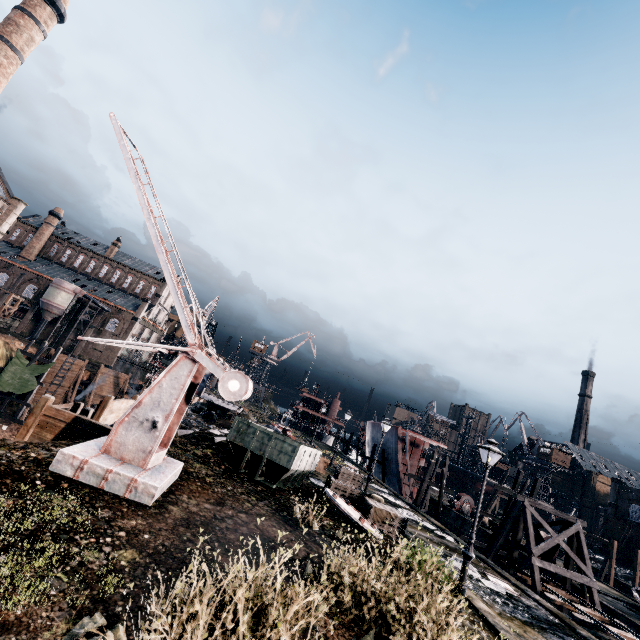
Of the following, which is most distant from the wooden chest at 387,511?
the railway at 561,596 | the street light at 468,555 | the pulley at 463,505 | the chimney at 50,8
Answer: the chimney at 50,8

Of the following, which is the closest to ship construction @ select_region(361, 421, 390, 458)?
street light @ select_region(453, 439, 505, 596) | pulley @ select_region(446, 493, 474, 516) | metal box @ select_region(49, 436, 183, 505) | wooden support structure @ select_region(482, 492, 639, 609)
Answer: pulley @ select_region(446, 493, 474, 516)

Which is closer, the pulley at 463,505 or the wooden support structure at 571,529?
the wooden support structure at 571,529

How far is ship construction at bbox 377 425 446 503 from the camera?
38.19m

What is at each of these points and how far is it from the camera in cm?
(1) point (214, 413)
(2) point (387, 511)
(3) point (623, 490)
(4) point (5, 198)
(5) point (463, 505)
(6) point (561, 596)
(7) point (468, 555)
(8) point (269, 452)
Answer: (1) stone debris, 3488
(2) wooden chest, 1642
(3) building, 5884
(4) building, 4253
(5) pulley, 4244
(6) railway, 1927
(7) street light, 1202
(8) rail car container, 1463

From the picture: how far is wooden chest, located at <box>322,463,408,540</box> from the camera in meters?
16.3

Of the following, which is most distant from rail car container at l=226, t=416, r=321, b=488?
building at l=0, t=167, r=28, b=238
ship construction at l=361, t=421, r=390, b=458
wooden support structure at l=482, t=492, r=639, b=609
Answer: building at l=0, t=167, r=28, b=238

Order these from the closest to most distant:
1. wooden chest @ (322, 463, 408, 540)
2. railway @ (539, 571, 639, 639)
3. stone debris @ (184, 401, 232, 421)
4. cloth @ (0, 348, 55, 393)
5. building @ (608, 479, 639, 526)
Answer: wooden chest @ (322, 463, 408, 540), railway @ (539, 571, 639, 639), stone debris @ (184, 401, 232, 421), cloth @ (0, 348, 55, 393), building @ (608, 479, 639, 526)
